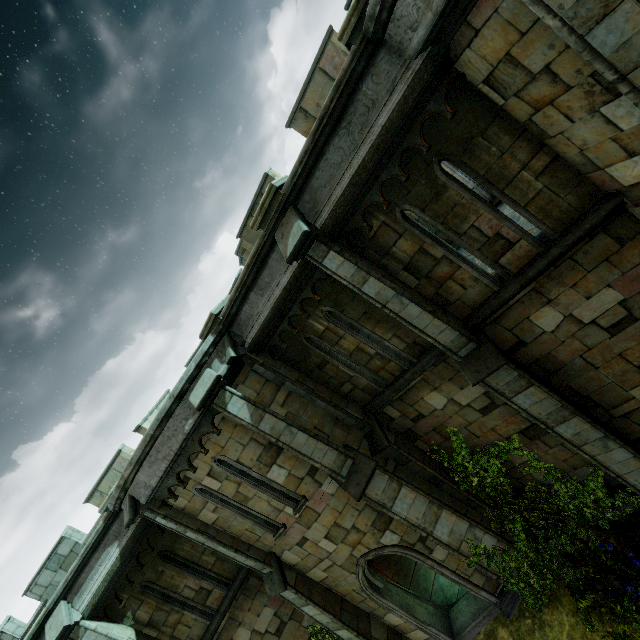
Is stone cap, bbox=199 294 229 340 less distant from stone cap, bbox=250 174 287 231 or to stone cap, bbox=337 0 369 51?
stone cap, bbox=250 174 287 231

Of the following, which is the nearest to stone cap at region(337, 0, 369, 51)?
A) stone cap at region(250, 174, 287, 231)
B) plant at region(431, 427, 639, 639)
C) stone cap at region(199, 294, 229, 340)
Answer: stone cap at region(250, 174, 287, 231)

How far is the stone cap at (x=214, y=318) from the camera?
7.7 meters

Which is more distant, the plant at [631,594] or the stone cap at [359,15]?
the plant at [631,594]

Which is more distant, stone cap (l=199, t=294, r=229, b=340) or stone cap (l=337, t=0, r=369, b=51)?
stone cap (l=199, t=294, r=229, b=340)

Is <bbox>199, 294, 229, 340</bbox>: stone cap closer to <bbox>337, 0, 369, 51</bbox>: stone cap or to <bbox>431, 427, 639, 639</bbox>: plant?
<bbox>337, 0, 369, 51</bbox>: stone cap

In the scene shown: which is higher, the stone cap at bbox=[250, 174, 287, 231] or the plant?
the stone cap at bbox=[250, 174, 287, 231]

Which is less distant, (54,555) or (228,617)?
(228,617)
